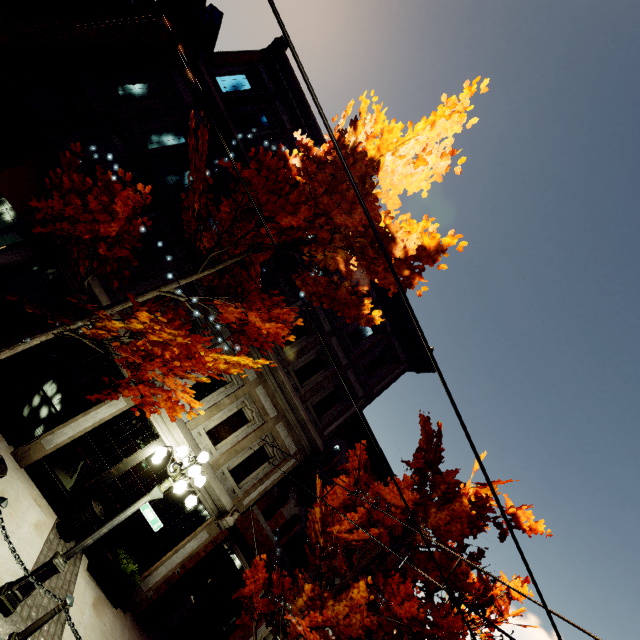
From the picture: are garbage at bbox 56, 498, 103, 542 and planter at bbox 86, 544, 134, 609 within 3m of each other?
yes

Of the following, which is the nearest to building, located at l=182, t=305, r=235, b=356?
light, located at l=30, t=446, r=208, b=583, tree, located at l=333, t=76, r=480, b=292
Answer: tree, located at l=333, t=76, r=480, b=292

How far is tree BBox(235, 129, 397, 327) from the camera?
6.3 meters

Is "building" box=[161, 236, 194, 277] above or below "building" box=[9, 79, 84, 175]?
above

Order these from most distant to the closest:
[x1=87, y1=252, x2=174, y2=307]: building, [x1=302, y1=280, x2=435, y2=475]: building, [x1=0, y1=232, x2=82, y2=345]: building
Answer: [x1=302, y1=280, x2=435, y2=475]: building → [x1=87, y1=252, x2=174, y2=307]: building → [x1=0, y1=232, x2=82, y2=345]: building

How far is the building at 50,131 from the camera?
9.6m

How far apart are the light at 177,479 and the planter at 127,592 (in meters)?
3.47

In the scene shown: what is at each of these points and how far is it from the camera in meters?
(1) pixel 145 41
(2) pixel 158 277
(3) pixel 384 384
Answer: (1) building, 10.7
(2) building, 10.8
(3) building, 14.6
